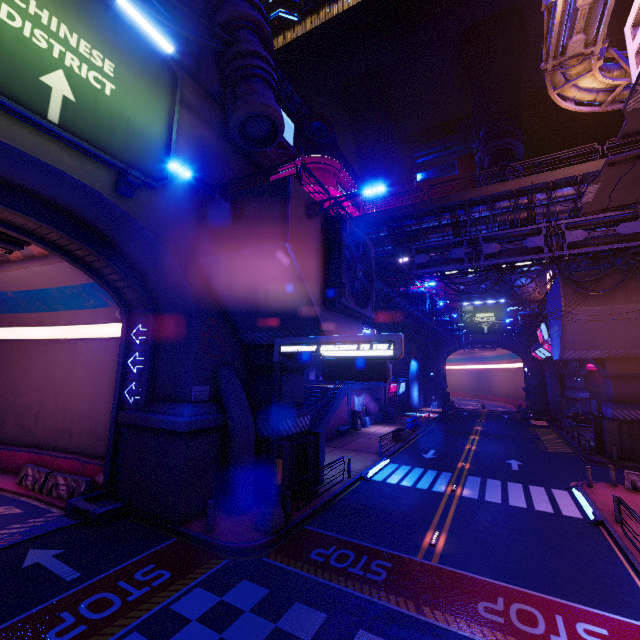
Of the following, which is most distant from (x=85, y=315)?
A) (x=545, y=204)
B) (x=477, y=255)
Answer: (x=545, y=204)

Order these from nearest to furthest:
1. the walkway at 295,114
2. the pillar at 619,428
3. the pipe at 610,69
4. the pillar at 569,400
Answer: the pipe at 610,69 < the pillar at 619,428 < the pillar at 569,400 < the walkway at 295,114

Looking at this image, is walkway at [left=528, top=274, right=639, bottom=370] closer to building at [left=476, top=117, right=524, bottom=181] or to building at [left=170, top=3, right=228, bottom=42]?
building at [left=476, top=117, right=524, bottom=181]

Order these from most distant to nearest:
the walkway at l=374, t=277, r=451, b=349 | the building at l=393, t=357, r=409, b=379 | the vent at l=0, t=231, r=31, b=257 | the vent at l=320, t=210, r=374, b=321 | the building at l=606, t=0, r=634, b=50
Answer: the building at l=393, t=357, r=409, b=379 < the building at l=606, t=0, r=634, b=50 < the walkway at l=374, t=277, r=451, b=349 < the vent at l=320, t=210, r=374, b=321 < the vent at l=0, t=231, r=31, b=257

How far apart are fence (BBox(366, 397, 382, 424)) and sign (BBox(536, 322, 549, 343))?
18.99m

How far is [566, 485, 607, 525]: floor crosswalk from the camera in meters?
13.4

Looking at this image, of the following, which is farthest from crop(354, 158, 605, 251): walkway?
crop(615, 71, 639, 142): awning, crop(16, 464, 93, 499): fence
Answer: crop(16, 464, 93, 499): fence

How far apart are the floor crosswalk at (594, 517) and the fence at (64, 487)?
21.8m
